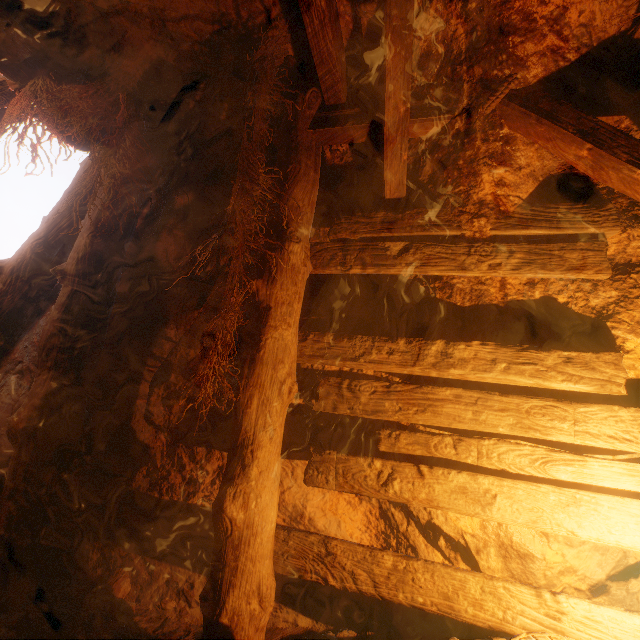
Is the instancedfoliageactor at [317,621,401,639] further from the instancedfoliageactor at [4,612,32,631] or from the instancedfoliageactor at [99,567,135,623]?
the instancedfoliageactor at [4,612,32,631]

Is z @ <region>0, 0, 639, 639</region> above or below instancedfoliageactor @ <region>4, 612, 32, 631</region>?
above

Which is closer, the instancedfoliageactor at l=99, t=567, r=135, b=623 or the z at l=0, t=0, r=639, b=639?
the z at l=0, t=0, r=639, b=639

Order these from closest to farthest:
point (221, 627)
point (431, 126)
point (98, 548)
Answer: point (221, 627) < point (431, 126) < point (98, 548)

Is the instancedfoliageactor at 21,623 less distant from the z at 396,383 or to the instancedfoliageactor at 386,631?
the z at 396,383

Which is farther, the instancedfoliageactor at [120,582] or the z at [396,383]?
the instancedfoliageactor at [120,582]

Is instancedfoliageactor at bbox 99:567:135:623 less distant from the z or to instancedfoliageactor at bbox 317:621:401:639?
the z

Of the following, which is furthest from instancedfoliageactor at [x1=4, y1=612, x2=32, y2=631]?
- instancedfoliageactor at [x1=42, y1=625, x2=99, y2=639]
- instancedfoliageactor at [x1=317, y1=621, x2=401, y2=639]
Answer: instancedfoliageactor at [x1=317, y1=621, x2=401, y2=639]
